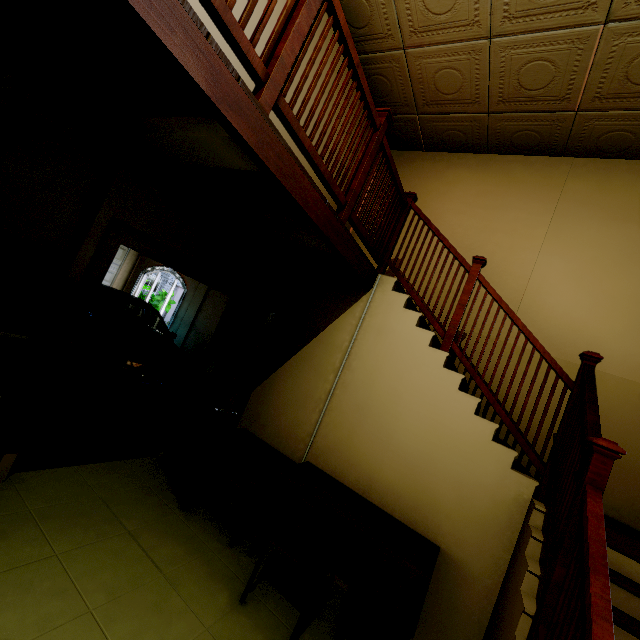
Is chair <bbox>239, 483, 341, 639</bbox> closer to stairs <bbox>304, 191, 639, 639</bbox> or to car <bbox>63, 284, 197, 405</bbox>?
stairs <bbox>304, 191, 639, 639</bbox>

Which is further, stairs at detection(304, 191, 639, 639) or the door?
the door

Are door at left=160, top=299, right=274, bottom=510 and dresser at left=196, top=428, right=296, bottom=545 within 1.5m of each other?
yes

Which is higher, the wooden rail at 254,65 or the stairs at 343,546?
the wooden rail at 254,65

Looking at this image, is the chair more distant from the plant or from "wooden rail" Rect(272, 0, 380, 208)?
the plant

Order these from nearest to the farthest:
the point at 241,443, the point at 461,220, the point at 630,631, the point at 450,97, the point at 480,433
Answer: the point at 630,631
the point at 480,433
the point at 241,443
the point at 450,97
the point at 461,220

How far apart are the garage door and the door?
5.9m

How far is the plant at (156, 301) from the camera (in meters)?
15.88
